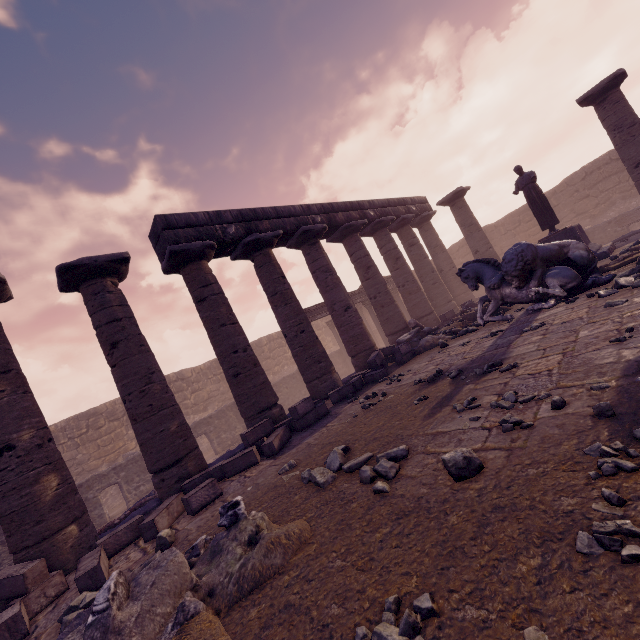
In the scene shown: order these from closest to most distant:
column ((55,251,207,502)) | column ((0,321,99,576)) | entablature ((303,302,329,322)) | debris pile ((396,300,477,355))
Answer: column ((0,321,99,576)) → column ((55,251,207,502)) → debris pile ((396,300,477,355)) → entablature ((303,302,329,322))

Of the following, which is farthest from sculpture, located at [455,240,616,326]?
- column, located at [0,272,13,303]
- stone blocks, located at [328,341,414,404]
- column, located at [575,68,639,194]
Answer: column, located at [0,272,13,303]

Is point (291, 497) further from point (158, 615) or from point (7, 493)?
point (7, 493)

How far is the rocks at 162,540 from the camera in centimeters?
423cm

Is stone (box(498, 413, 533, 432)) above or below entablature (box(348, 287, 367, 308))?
below

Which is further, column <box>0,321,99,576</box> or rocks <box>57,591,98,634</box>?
column <box>0,321,99,576</box>

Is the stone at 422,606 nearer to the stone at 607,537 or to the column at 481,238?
the stone at 607,537

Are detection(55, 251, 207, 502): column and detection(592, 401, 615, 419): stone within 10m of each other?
yes
